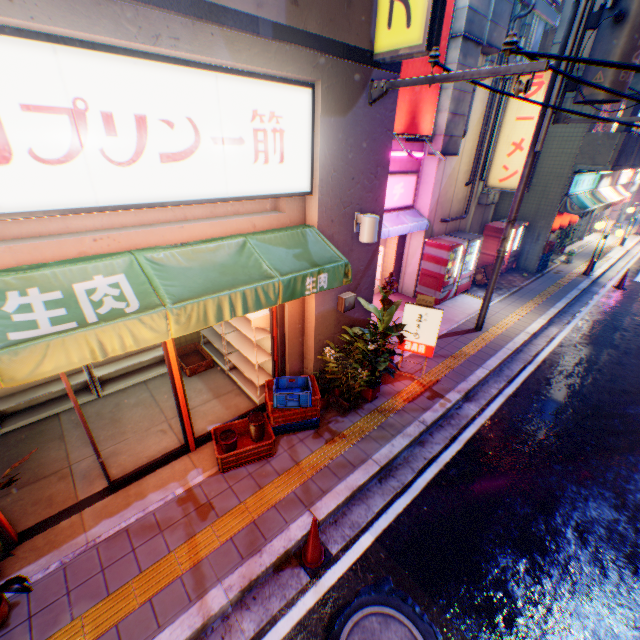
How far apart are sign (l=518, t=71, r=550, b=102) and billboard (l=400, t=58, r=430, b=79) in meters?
3.7

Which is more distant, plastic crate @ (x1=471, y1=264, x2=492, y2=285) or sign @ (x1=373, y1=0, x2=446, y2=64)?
plastic crate @ (x1=471, y1=264, x2=492, y2=285)

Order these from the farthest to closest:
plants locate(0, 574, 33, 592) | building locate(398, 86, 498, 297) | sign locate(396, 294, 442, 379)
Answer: building locate(398, 86, 498, 297)
sign locate(396, 294, 442, 379)
plants locate(0, 574, 33, 592)

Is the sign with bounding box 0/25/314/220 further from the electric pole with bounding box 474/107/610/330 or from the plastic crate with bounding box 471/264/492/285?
the plastic crate with bounding box 471/264/492/285

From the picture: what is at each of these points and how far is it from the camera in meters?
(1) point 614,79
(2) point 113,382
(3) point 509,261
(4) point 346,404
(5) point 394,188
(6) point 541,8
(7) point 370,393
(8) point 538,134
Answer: (1) electric pole, 5.9
(2) metal shelf, 6.8
(3) vending machine, 14.2
(4) flower pot, 6.3
(5) sign, 9.2
(6) pipe, 9.3
(7) flower pot, 6.6
(8) electric pole, 7.1

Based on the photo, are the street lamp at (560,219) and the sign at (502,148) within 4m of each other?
no

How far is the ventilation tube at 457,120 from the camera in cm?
805

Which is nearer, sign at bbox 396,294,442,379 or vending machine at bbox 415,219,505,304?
sign at bbox 396,294,442,379
